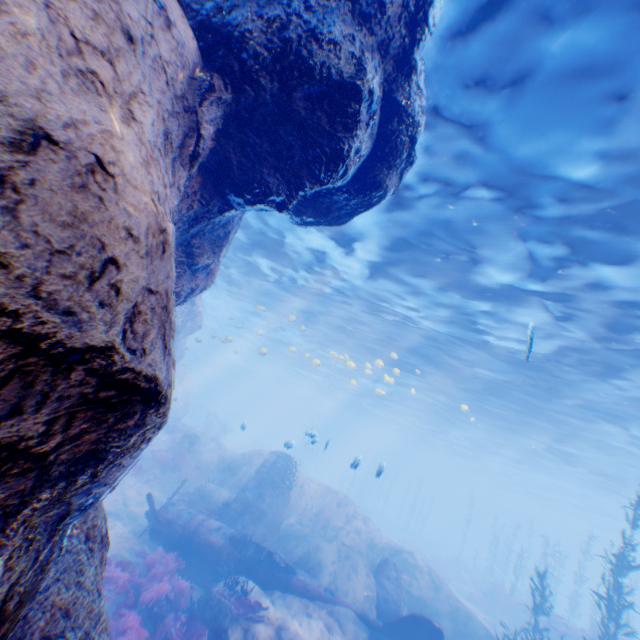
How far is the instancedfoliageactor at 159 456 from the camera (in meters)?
18.28

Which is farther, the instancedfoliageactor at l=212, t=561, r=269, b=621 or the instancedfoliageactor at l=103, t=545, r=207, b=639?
the instancedfoliageactor at l=212, t=561, r=269, b=621

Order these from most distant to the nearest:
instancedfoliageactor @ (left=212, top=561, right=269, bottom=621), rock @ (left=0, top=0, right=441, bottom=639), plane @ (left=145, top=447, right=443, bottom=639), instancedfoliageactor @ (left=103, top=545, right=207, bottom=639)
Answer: plane @ (left=145, top=447, right=443, bottom=639)
instancedfoliageactor @ (left=212, top=561, right=269, bottom=621)
instancedfoliageactor @ (left=103, top=545, right=207, bottom=639)
rock @ (left=0, top=0, right=441, bottom=639)

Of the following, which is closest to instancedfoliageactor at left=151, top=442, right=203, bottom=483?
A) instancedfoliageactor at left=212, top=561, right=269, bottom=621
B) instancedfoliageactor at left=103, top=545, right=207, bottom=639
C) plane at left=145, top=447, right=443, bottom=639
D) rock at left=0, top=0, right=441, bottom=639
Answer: rock at left=0, top=0, right=441, bottom=639

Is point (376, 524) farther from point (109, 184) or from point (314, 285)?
point (109, 184)

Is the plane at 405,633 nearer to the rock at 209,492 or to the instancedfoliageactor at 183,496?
the rock at 209,492

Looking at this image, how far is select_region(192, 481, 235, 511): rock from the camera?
15.5 meters

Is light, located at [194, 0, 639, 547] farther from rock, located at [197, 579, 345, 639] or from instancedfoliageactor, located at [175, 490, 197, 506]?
instancedfoliageactor, located at [175, 490, 197, 506]
